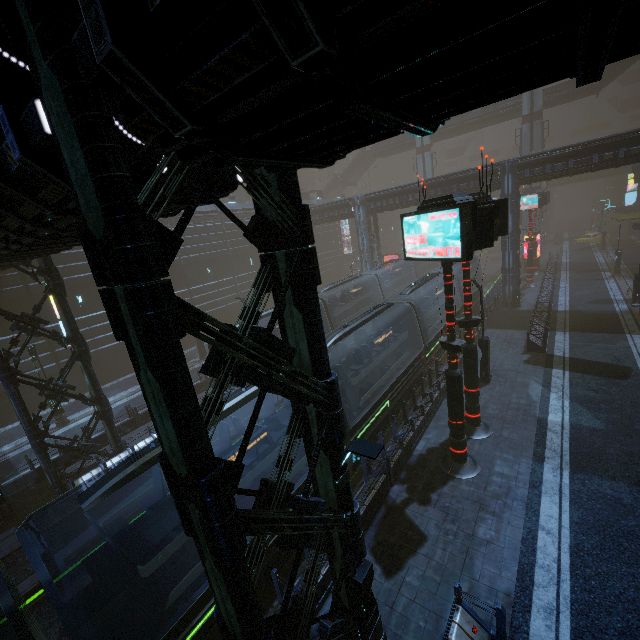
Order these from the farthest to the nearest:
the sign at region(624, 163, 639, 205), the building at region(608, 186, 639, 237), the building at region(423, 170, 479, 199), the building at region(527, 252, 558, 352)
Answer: the building at region(608, 186, 639, 237)
the sign at region(624, 163, 639, 205)
the building at region(423, 170, 479, 199)
the building at region(527, 252, 558, 352)

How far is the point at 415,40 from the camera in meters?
1.8 m

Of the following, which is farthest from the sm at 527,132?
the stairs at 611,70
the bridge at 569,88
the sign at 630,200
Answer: the stairs at 611,70

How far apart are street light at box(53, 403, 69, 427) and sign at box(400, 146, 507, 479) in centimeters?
2156cm

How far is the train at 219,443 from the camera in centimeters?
878cm

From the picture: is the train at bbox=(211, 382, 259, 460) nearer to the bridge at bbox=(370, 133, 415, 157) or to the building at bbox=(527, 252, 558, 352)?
the building at bbox=(527, 252, 558, 352)

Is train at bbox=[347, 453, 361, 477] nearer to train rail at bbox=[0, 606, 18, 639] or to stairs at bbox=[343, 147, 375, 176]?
train rail at bbox=[0, 606, 18, 639]

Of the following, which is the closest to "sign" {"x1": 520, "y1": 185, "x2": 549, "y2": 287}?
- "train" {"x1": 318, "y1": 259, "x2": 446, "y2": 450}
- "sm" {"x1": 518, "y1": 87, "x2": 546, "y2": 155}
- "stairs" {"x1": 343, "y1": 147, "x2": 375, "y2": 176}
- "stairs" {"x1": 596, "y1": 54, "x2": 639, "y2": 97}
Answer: "sm" {"x1": 518, "y1": 87, "x2": 546, "y2": 155}
